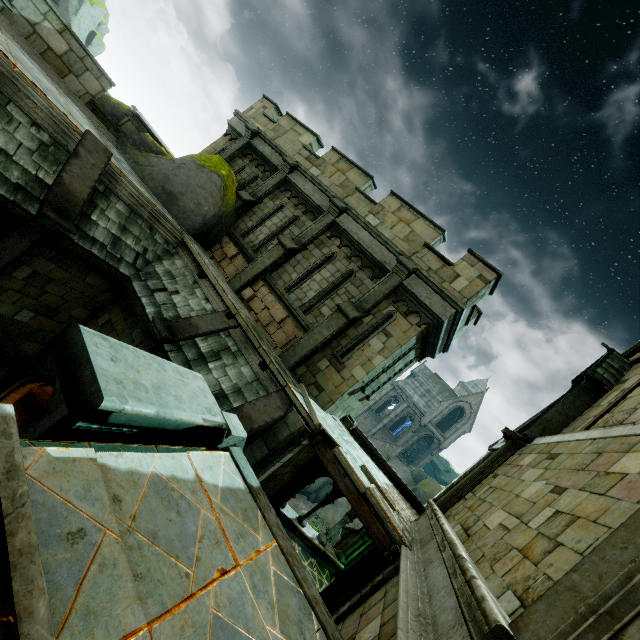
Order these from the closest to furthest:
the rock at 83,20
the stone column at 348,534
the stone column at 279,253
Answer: the stone column at 279,253
the stone column at 348,534
the rock at 83,20

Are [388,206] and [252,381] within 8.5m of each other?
yes

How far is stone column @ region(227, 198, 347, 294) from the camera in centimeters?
1107cm

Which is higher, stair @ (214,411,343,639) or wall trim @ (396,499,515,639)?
wall trim @ (396,499,515,639)

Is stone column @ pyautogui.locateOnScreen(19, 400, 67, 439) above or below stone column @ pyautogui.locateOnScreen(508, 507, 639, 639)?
below

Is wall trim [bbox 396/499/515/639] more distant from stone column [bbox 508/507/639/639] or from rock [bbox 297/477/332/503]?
rock [bbox 297/477/332/503]

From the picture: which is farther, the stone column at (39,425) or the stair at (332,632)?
the stone column at (39,425)

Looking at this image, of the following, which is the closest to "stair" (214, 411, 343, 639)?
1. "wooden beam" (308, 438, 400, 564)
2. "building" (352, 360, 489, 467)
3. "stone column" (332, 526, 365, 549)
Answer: "wooden beam" (308, 438, 400, 564)
